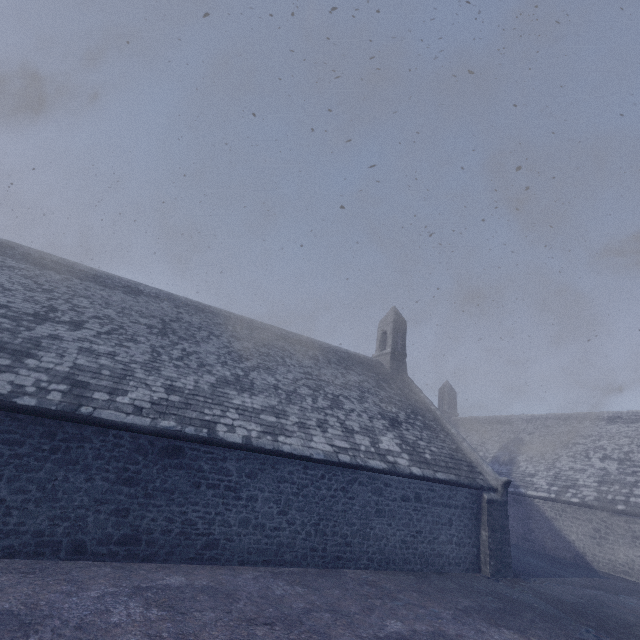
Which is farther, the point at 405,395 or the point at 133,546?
the point at 405,395
